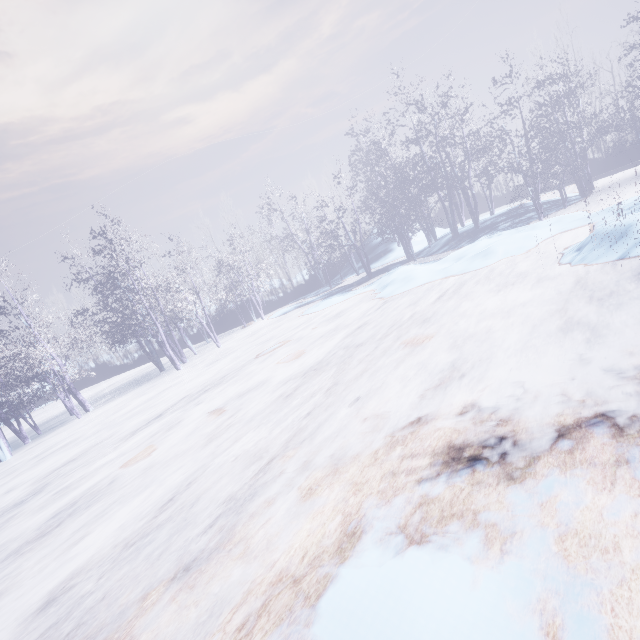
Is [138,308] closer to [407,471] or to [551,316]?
[407,471]
